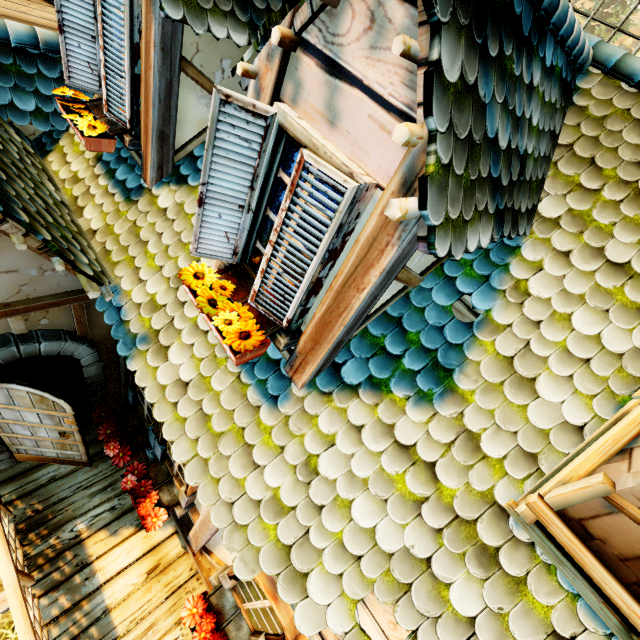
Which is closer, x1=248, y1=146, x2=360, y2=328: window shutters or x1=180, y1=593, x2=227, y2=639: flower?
x1=248, y1=146, x2=360, y2=328: window shutters

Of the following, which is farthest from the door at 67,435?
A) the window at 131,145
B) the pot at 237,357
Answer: the window at 131,145

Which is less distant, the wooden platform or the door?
the door

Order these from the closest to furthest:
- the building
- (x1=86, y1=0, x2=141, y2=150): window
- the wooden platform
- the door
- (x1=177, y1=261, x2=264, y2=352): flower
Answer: the building, (x1=177, y1=261, x2=264, y2=352): flower, (x1=86, y1=0, x2=141, y2=150): window, the door, the wooden platform

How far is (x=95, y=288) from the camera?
2.9m

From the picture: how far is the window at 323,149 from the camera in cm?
170

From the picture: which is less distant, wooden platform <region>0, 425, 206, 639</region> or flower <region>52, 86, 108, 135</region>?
flower <region>52, 86, 108, 135</region>

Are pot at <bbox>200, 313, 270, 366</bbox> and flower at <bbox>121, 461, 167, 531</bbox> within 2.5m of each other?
no
